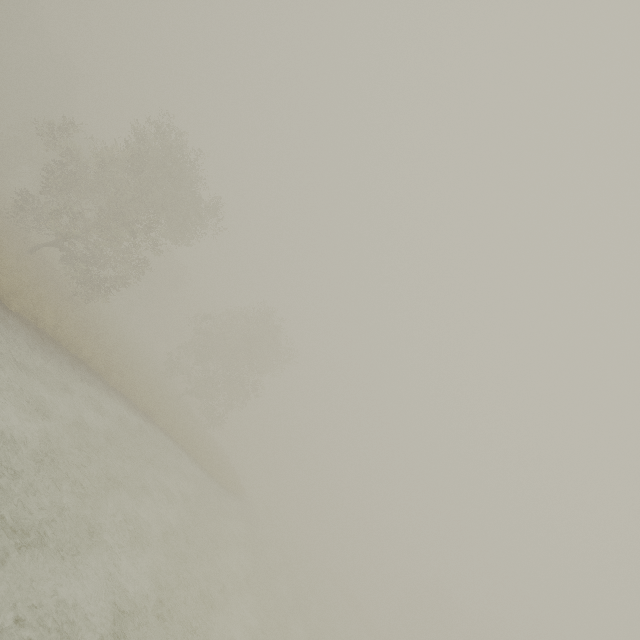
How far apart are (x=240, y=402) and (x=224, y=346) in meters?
8.4 m
